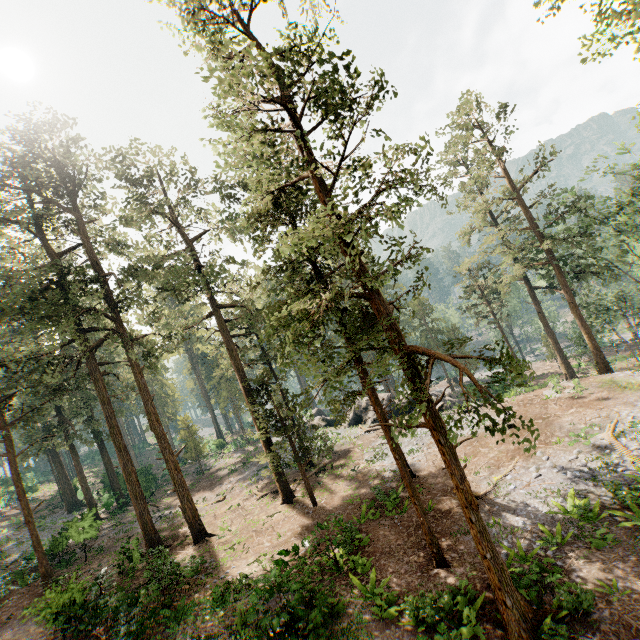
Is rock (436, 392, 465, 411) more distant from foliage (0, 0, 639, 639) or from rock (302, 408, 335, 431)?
foliage (0, 0, 639, 639)

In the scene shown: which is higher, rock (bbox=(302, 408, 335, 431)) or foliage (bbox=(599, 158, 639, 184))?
foliage (bbox=(599, 158, 639, 184))

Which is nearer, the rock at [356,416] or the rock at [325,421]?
the rock at [356,416]

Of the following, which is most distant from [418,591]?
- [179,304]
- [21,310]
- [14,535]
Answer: [179,304]

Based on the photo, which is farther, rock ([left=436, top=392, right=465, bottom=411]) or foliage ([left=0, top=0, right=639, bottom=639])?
rock ([left=436, top=392, right=465, bottom=411])

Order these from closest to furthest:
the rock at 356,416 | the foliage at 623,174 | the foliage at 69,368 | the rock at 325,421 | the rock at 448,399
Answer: the foliage at 69,368, the foliage at 623,174, the rock at 448,399, the rock at 356,416, the rock at 325,421

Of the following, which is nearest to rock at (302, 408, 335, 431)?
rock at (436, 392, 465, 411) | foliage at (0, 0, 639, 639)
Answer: rock at (436, 392, 465, 411)
